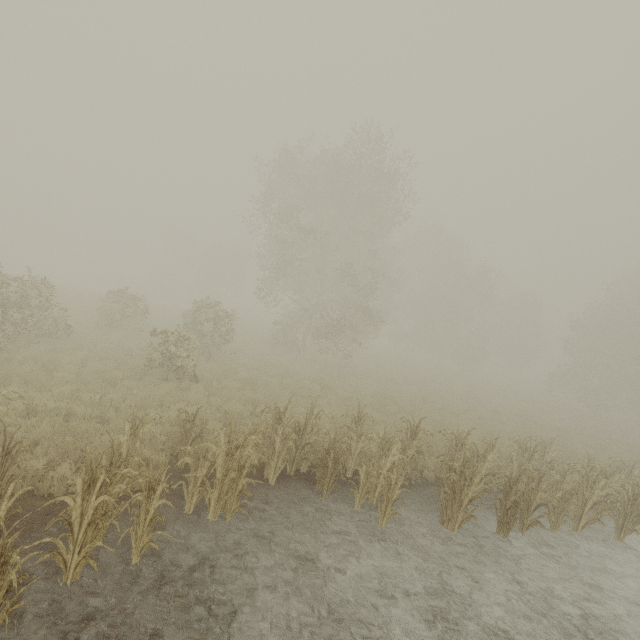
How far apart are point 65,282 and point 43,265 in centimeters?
2838cm
